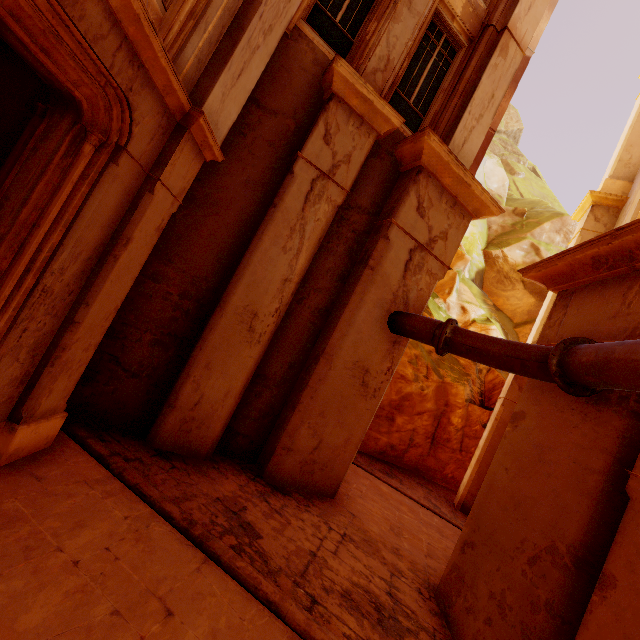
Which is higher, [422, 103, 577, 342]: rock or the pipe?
[422, 103, 577, 342]: rock

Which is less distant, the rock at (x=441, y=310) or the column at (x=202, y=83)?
the column at (x=202, y=83)

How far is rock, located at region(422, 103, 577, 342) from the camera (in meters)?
16.03

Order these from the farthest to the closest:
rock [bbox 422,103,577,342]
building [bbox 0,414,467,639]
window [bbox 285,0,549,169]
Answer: rock [bbox 422,103,577,342], window [bbox 285,0,549,169], building [bbox 0,414,467,639]

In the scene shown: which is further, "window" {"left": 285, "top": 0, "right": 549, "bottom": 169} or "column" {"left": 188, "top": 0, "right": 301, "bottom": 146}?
"window" {"left": 285, "top": 0, "right": 549, "bottom": 169}

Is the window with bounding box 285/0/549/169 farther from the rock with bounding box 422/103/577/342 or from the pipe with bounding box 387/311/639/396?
the rock with bounding box 422/103/577/342

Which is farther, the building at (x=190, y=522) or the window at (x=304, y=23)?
the window at (x=304, y=23)

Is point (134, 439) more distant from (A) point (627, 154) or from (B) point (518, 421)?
(A) point (627, 154)
